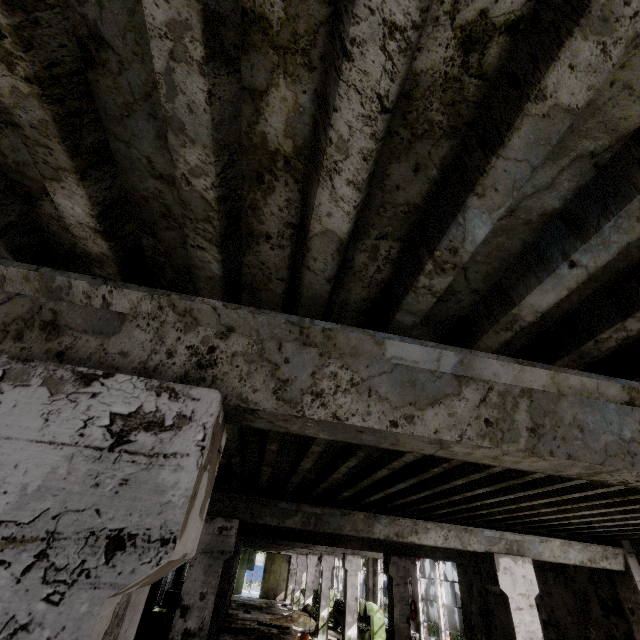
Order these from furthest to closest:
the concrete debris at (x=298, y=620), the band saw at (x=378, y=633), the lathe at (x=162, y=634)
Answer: the concrete debris at (x=298, y=620), the band saw at (x=378, y=633), the lathe at (x=162, y=634)

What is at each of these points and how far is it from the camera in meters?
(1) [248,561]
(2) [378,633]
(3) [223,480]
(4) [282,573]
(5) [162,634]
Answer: (1) door, 35.4
(2) band saw, 16.6
(3) ceiling lamp, 4.1
(4) door, 34.4
(5) lathe, 11.8

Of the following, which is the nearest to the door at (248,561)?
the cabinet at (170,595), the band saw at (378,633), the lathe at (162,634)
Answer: the band saw at (378,633)

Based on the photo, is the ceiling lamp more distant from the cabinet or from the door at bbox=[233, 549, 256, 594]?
the door at bbox=[233, 549, 256, 594]

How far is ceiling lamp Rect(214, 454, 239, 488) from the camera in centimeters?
410cm

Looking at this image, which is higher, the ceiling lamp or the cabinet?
the ceiling lamp

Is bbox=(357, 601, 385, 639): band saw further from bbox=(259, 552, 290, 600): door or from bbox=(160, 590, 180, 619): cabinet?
bbox=(259, 552, 290, 600): door

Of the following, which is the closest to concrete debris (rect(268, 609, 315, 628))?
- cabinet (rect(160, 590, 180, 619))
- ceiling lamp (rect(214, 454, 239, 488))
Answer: cabinet (rect(160, 590, 180, 619))
